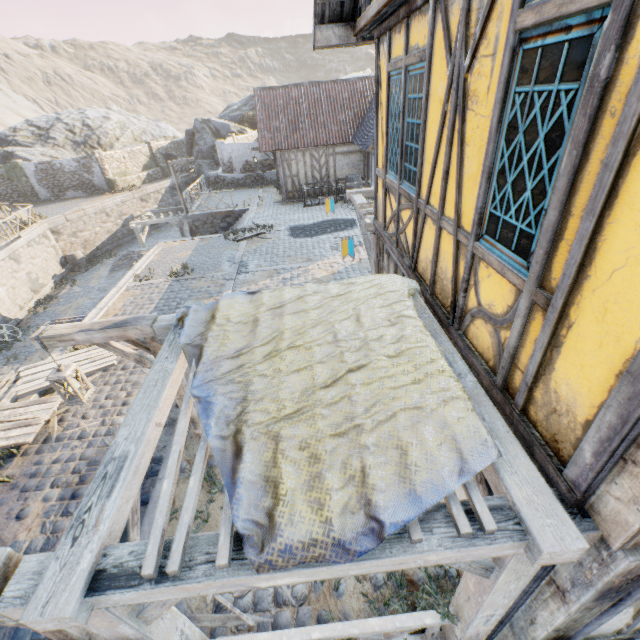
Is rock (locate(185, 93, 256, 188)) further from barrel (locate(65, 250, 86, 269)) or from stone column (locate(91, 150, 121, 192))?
barrel (locate(65, 250, 86, 269))

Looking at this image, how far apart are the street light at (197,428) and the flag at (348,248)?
3.8 meters

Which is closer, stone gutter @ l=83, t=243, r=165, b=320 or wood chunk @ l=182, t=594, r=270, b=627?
wood chunk @ l=182, t=594, r=270, b=627

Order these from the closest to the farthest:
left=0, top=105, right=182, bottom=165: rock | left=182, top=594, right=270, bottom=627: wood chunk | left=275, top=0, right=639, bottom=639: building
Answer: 1. left=275, top=0, right=639, bottom=639: building
2. left=182, top=594, right=270, bottom=627: wood chunk
3. left=0, top=105, right=182, bottom=165: rock

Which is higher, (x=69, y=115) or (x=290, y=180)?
(x=69, y=115)

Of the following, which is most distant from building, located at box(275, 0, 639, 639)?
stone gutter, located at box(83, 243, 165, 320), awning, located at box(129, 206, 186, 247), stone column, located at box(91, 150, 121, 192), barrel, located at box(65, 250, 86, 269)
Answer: stone column, located at box(91, 150, 121, 192)

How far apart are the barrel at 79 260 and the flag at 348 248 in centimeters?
2349cm

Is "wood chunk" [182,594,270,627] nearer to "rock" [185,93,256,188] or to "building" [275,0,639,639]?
"building" [275,0,639,639]
